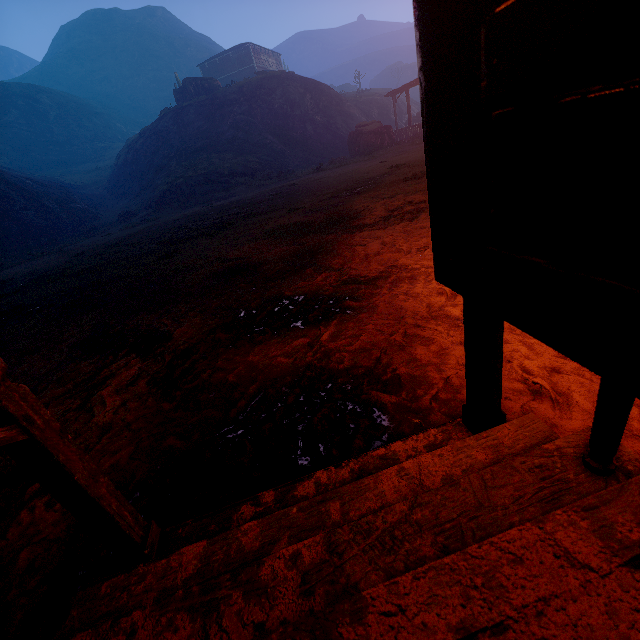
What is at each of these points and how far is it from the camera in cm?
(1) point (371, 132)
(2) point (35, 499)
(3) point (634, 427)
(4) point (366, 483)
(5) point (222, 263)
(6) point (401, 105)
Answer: (1) instancedfoliageactor, 2133
(2) z, 198
(3) z, 146
(4) building, 124
(5) z, 605
(6) z, 4062

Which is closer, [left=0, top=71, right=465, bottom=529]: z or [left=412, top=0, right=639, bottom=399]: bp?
[left=412, top=0, right=639, bottom=399]: bp

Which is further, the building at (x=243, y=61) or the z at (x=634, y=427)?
the building at (x=243, y=61)

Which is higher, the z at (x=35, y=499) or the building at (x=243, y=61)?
the building at (x=243, y=61)

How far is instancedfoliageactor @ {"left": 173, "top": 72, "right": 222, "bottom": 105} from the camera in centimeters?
3167cm

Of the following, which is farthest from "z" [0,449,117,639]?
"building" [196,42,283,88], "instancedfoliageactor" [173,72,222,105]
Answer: "instancedfoliageactor" [173,72,222,105]

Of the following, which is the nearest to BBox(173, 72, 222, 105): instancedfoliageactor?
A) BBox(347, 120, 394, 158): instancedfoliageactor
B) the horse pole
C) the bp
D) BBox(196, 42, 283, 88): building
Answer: BBox(196, 42, 283, 88): building
